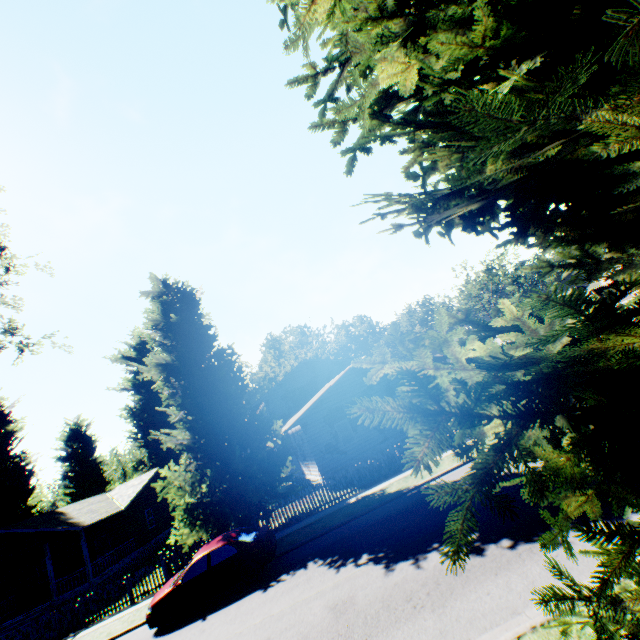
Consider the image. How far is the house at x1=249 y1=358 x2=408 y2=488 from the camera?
20.56m

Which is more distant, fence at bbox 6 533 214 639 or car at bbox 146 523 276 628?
fence at bbox 6 533 214 639

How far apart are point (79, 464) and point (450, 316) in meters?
51.4

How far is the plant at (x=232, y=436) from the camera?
15.46m

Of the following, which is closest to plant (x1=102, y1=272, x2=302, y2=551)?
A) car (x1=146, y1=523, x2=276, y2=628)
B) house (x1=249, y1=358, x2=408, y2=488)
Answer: house (x1=249, y1=358, x2=408, y2=488)

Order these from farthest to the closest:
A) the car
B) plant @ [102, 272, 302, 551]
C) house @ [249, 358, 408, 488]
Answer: house @ [249, 358, 408, 488] → plant @ [102, 272, 302, 551] → the car

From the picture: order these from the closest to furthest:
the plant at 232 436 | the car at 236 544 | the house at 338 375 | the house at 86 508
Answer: the car at 236 544 < the plant at 232 436 < the house at 338 375 < the house at 86 508

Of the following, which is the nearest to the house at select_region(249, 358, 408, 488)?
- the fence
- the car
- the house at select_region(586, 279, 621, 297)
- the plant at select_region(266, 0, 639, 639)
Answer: the plant at select_region(266, 0, 639, 639)
